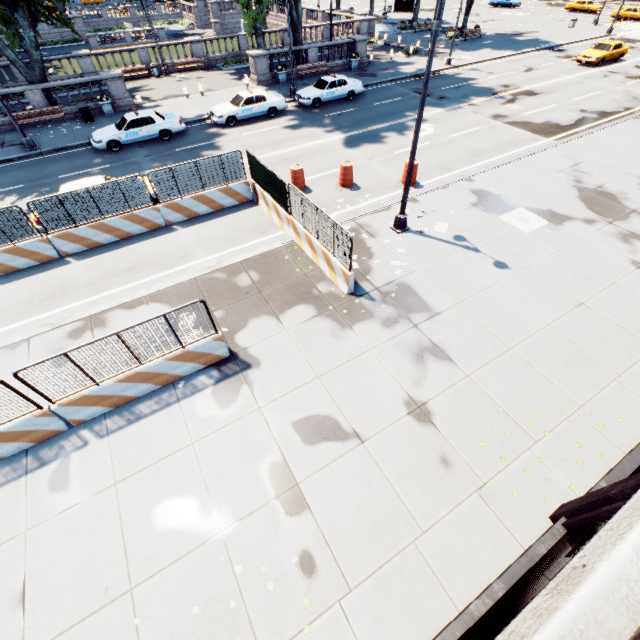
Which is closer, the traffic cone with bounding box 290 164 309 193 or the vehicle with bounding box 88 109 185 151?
the traffic cone with bounding box 290 164 309 193

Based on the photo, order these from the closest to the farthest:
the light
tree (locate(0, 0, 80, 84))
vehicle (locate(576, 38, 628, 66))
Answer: the light < tree (locate(0, 0, 80, 84)) < vehicle (locate(576, 38, 628, 66))

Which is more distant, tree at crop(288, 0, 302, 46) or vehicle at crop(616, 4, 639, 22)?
vehicle at crop(616, 4, 639, 22)

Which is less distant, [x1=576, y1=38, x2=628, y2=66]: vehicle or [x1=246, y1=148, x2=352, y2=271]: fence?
[x1=246, y1=148, x2=352, y2=271]: fence

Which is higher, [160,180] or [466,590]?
[160,180]

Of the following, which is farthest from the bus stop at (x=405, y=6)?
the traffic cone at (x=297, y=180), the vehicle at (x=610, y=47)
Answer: the traffic cone at (x=297, y=180)

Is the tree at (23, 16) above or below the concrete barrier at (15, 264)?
above

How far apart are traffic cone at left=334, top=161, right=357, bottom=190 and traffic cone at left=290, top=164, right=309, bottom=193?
1.16m
